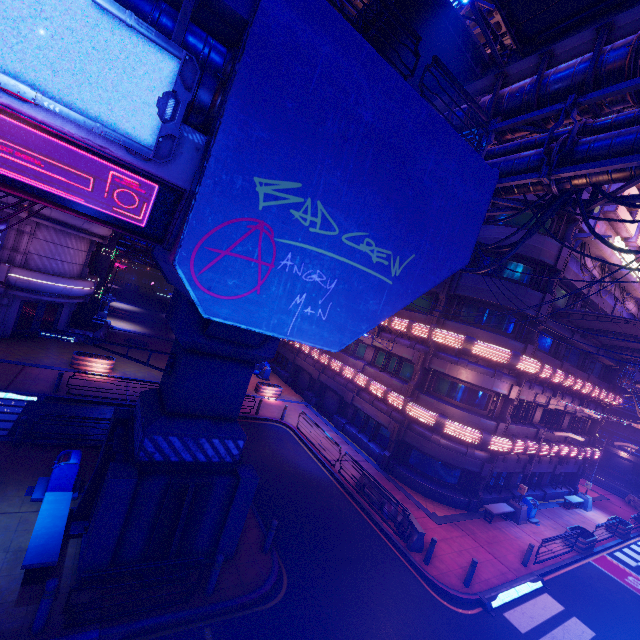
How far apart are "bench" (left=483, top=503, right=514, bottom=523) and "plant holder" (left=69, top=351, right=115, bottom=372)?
23.8m

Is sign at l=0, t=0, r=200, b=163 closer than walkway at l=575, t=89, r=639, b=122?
Yes

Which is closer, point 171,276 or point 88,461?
point 171,276

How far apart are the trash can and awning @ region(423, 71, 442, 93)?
18.2m

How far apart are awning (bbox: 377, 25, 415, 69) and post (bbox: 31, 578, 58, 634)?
18.4 meters

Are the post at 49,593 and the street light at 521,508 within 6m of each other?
no

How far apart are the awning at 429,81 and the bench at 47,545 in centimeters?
1864cm

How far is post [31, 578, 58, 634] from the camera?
6.5 meters
